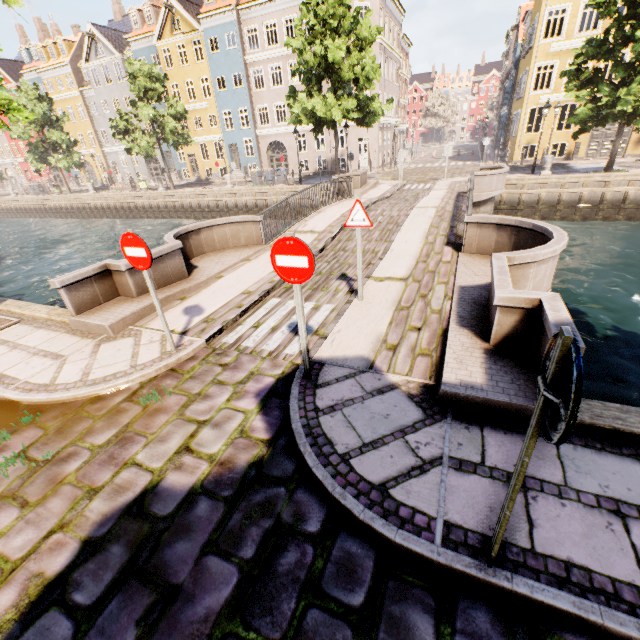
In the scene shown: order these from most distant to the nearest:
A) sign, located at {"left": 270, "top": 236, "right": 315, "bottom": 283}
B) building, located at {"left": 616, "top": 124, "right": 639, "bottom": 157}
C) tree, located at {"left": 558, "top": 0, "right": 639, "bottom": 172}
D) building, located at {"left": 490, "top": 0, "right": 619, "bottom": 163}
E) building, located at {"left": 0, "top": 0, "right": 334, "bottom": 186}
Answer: building, located at {"left": 0, "top": 0, "right": 334, "bottom": 186}
building, located at {"left": 616, "top": 124, "right": 639, "bottom": 157}
building, located at {"left": 490, "top": 0, "right": 619, "bottom": 163}
tree, located at {"left": 558, "top": 0, "right": 639, "bottom": 172}
sign, located at {"left": 270, "top": 236, "right": 315, "bottom": 283}

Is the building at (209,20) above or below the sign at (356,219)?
above

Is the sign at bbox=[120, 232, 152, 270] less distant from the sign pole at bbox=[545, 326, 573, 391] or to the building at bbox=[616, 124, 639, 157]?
the sign pole at bbox=[545, 326, 573, 391]

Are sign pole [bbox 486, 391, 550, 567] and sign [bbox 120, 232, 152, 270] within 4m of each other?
no

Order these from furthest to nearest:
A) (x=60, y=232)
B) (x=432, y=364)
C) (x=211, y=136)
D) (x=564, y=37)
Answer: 1. (x=211, y=136)
2. (x=60, y=232)
3. (x=564, y=37)
4. (x=432, y=364)

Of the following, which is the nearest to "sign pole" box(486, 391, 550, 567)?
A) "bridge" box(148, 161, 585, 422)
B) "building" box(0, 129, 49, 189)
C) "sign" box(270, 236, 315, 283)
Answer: "bridge" box(148, 161, 585, 422)

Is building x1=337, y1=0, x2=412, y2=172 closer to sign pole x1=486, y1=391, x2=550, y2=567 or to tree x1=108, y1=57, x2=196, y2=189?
tree x1=108, y1=57, x2=196, y2=189

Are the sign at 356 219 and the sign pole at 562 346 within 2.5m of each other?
no
